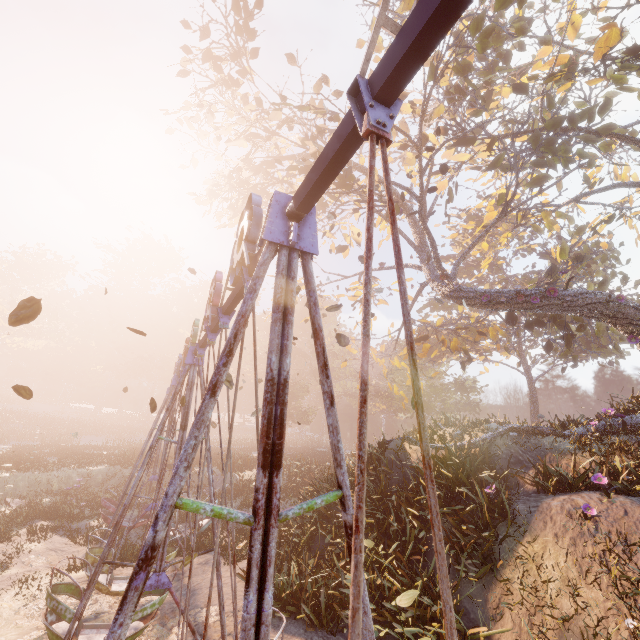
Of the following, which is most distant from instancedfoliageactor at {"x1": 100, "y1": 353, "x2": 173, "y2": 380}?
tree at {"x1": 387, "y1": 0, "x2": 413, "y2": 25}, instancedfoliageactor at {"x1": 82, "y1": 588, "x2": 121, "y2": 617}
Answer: tree at {"x1": 387, "y1": 0, "x2": 413, "y2": 25}

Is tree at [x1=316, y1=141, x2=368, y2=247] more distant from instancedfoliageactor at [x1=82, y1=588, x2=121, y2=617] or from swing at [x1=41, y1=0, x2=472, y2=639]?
instancedfoliageactor at [x1=82, y1=588, x2=121, y2=617]

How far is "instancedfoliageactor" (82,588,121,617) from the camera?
8.3m

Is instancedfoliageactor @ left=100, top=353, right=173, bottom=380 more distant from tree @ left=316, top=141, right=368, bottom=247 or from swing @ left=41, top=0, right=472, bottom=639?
tree @ left=316, top=141, right=368, bottom=247

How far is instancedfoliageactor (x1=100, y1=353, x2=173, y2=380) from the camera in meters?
57.0

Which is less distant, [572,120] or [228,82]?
[572,120]

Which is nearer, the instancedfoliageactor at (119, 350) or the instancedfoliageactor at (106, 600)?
the instancedfoliageactor at (106, 600)

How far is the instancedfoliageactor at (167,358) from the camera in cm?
5697
